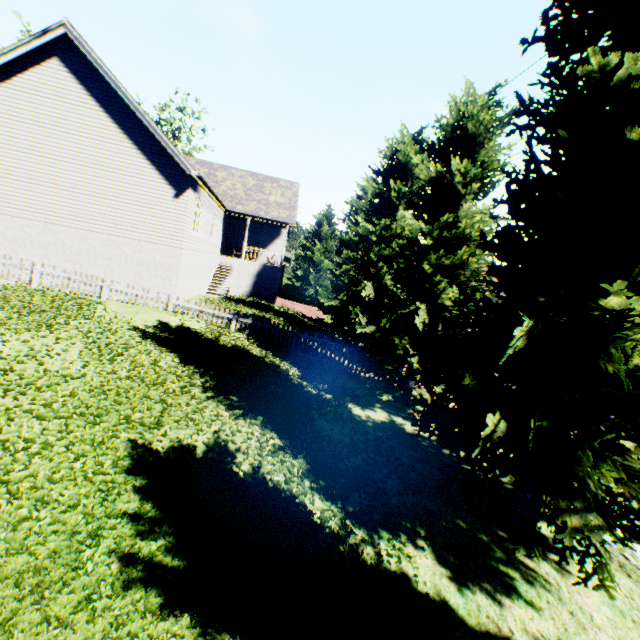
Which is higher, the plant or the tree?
the tree

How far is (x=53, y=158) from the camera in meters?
13.6 m

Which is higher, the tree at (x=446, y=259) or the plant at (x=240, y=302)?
the tree at (x=446, y=259)

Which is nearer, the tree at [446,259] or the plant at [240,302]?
the tree at [446,259]

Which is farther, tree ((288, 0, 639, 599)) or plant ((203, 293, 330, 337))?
plant ((203, 293, 330, 337))

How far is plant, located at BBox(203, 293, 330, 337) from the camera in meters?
16.6
